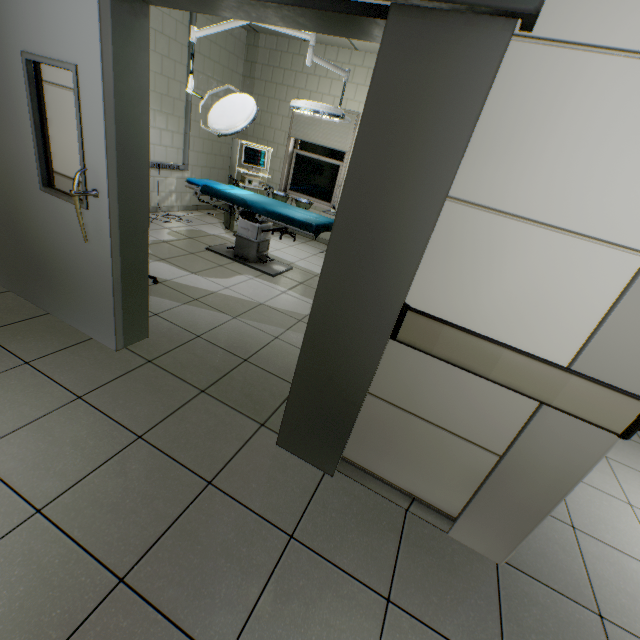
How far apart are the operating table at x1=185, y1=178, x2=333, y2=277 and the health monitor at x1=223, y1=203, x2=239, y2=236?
0.21m

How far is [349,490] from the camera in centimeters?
185cm

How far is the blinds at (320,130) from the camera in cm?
586

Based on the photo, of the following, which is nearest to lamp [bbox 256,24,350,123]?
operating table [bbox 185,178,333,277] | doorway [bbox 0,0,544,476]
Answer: operating table [bbox 185,178,333,277]

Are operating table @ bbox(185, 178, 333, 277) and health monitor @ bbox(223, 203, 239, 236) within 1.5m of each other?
yes

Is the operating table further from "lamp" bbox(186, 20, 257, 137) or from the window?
the window

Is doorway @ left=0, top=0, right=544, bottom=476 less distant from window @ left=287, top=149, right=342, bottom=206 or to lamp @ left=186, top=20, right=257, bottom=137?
lamp @ left=186, top=20, right=257, bottom=137

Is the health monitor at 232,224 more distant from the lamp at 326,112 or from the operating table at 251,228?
the lamp at 326,112
